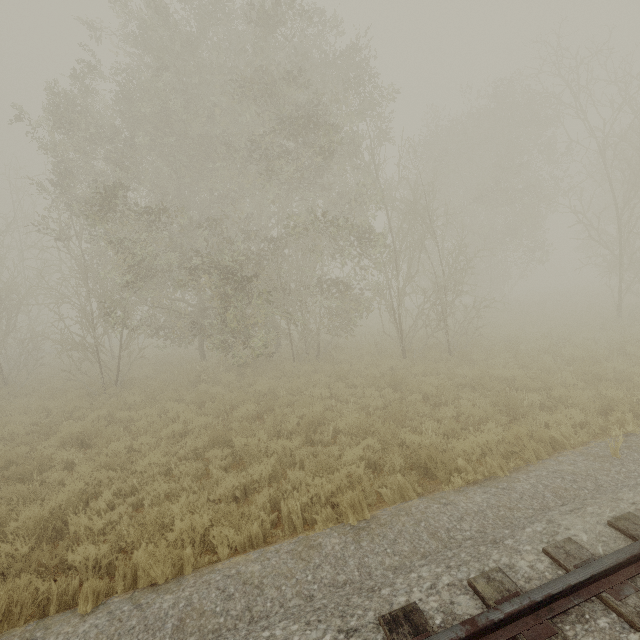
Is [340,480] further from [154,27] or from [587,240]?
[587,240]
